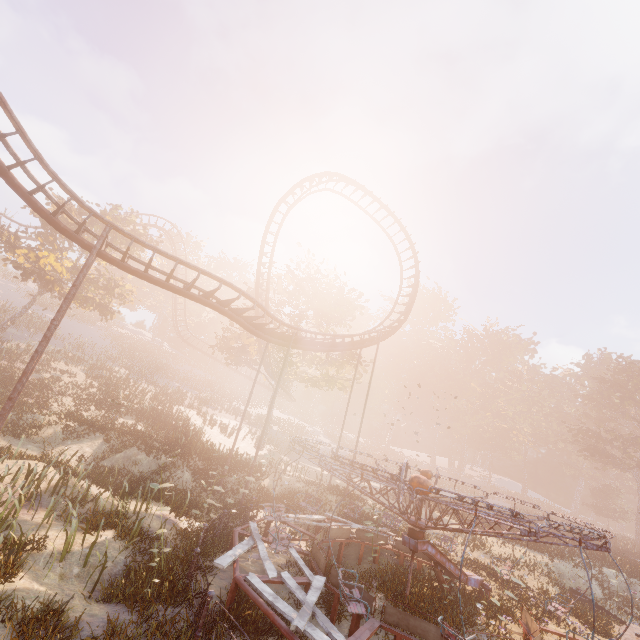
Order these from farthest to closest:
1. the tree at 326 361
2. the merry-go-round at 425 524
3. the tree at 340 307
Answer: the tree at 340 307 → the tree at 326 361 → the merry-go-round at 425 524

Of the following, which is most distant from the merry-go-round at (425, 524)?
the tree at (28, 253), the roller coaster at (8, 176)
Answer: the tree at (28, 253)

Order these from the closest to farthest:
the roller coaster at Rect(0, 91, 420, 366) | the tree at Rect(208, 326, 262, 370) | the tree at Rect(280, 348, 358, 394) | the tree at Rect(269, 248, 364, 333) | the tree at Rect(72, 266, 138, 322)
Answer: the roller coaster at Rect(0, 91, 420, 366), the tree at Rect(72, 266, 138, 322), the tree at Rect(208, 326, 262, 370), the tree at Rect(280, 348, 358, 394), the tree at Rect(269, 248, 364, 333)

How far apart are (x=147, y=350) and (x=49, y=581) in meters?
55.5

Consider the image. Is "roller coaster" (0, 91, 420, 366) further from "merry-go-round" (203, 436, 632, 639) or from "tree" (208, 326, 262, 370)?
"merry-go-round" (203, 436, 632, 639)

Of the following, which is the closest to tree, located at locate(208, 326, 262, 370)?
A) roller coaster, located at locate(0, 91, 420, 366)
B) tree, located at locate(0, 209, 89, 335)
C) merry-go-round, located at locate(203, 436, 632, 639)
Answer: roller coaster, located at locate(0, 91, 420, 366)

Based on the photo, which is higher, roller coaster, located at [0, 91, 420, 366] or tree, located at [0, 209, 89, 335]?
tree, located at [0, 209, 89, 335]

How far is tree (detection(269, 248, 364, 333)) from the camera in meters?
31.2
